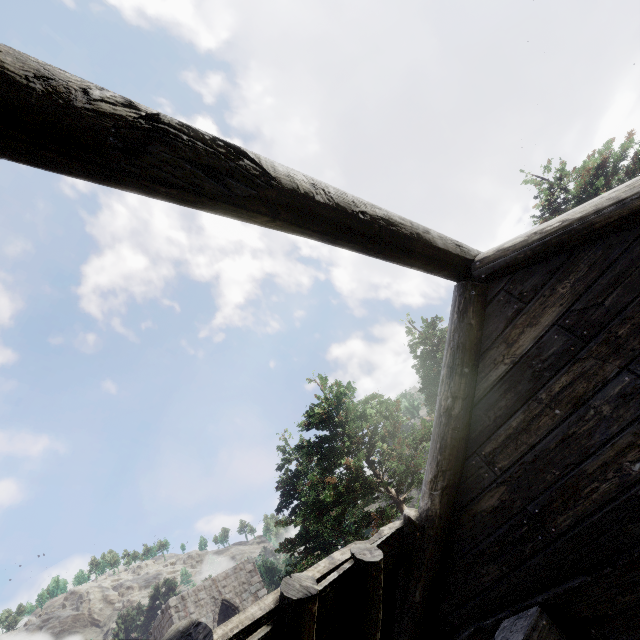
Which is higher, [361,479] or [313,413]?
[313,413]
